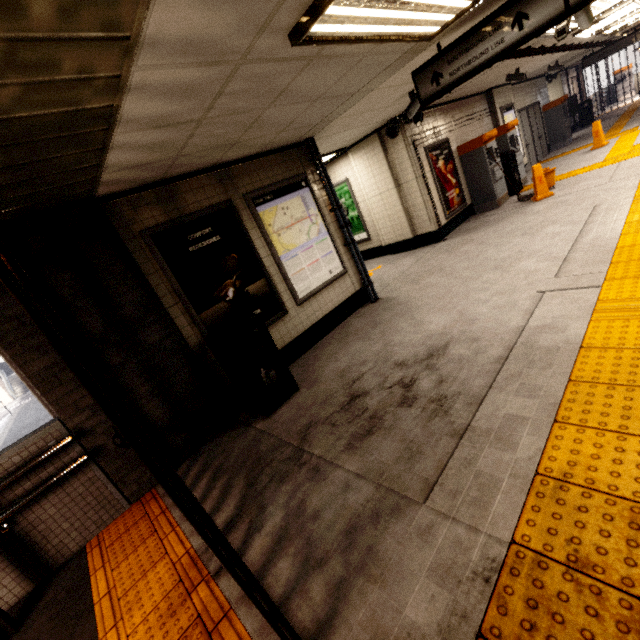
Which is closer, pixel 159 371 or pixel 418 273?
pixel 159 371

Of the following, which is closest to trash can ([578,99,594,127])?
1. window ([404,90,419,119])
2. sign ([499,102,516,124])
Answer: sign ([499,102,516,124])

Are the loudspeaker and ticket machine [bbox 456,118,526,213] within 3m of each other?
yes

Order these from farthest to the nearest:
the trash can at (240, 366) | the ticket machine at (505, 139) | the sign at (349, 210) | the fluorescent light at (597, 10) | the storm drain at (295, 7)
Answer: the sign at (349, 210), the ticket machine at (505, 139), the fluorescent light at (597, 10), the trash can at (240, 366), the storm drain at (295, 7)

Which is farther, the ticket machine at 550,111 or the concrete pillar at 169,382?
the ticket machine at 550,111

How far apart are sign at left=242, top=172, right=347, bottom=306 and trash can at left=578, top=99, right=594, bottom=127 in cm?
1976

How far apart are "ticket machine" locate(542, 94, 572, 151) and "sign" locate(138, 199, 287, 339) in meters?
15.6

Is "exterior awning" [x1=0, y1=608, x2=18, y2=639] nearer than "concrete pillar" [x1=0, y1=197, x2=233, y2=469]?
Yes
